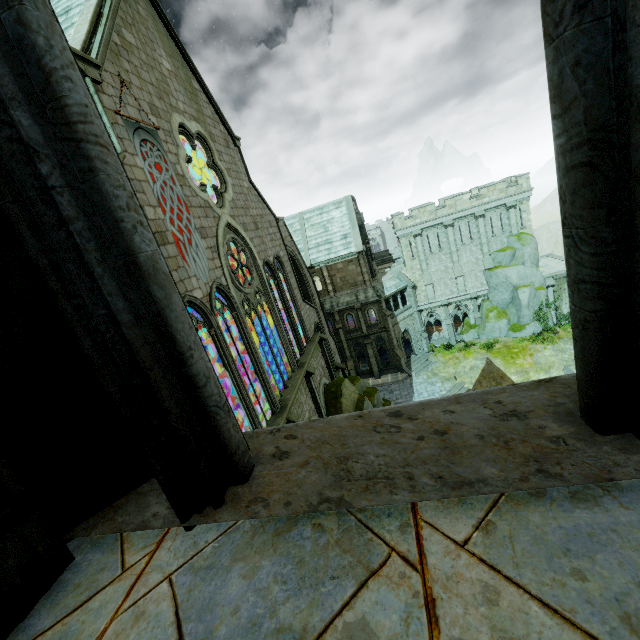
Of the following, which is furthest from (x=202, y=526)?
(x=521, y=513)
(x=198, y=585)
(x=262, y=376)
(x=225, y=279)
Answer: (x=262, y=376)

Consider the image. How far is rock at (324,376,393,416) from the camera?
23.1 meters

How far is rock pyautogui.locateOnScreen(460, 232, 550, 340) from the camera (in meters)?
33.66

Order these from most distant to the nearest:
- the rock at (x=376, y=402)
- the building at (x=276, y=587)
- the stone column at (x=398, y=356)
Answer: the stone column at (x=398, y=356)
the rock at (x=376, y=402)
the building at (x=276, y=587)

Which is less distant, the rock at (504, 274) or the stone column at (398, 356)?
the rock at (504, 274)

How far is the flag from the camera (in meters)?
10.79

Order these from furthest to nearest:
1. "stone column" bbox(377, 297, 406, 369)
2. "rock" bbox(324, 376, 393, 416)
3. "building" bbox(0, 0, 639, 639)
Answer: "stone column" bbox(377, 297, 406, 369) < "rock" bbox(324, 376, 393, 416) < "building" bbox(0, 0, 639, 639)

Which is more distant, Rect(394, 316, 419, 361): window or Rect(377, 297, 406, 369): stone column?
Rect(394, 316, 419, 361): window
